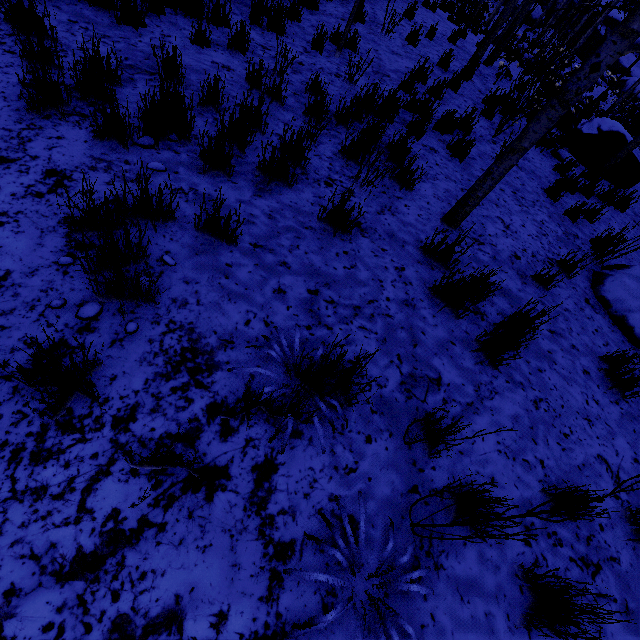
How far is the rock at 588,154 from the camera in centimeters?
664cm

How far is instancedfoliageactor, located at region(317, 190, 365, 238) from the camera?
2.72m

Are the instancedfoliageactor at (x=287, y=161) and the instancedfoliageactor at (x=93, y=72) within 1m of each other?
yes

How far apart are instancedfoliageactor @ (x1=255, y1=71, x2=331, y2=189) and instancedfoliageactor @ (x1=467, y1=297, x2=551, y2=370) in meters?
2.2

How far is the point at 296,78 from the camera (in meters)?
4.55

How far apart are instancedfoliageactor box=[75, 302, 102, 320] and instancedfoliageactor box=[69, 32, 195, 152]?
1.4m

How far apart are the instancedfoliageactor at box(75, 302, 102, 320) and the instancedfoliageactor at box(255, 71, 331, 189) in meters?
1.5 m

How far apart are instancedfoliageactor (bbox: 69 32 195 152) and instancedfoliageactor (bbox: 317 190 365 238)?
1.47m
